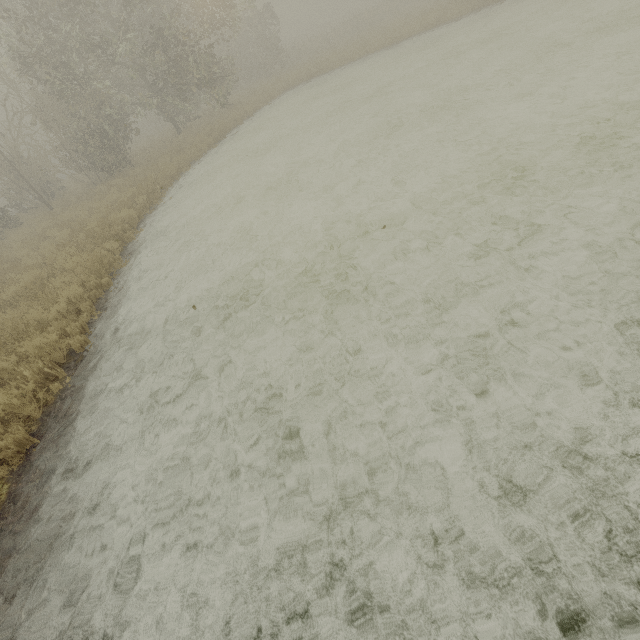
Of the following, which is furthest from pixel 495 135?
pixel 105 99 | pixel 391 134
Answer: pixel 105 99

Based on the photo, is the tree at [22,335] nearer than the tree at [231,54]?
Yes

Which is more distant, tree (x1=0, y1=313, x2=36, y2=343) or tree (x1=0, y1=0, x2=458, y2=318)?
tree (x1=0, y1=0, x2=458, y2=318)
